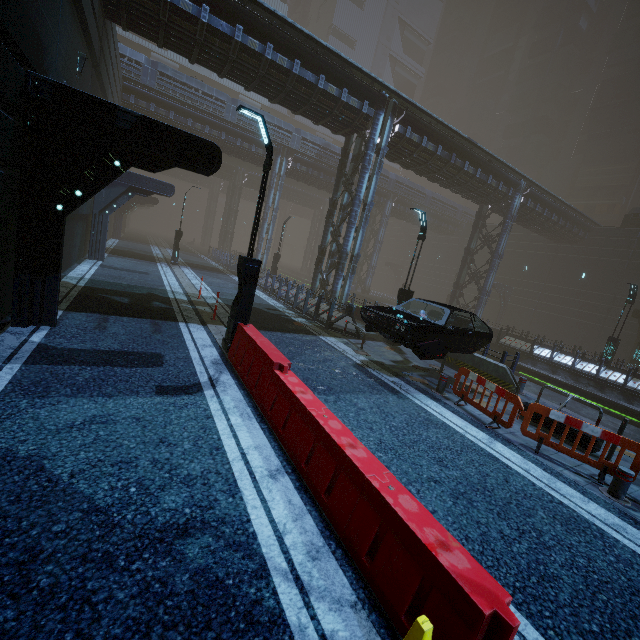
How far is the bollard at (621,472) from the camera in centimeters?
566cm

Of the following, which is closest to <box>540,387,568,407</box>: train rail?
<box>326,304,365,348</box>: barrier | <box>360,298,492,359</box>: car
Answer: <box>360,298,492,359</box>: car

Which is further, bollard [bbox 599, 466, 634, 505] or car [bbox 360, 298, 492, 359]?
car [bbox 360, 298, 492, 359]

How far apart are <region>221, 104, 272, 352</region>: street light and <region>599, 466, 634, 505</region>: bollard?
7.8 meters

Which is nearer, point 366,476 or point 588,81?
point 366,476

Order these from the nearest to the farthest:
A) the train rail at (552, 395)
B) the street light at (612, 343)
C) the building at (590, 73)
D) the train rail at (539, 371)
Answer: the building at (590, 73), the train rail at (552, 395), the train rail at (539, 371), the street light at (612, 343)

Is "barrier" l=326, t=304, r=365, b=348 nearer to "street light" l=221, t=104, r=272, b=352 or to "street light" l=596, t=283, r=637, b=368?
"street light" l=221, t=104, r=272, b=352

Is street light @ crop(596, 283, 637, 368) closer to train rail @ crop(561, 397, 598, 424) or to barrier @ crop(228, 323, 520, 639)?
train rail @ crop(561, 397, 598, 424)
